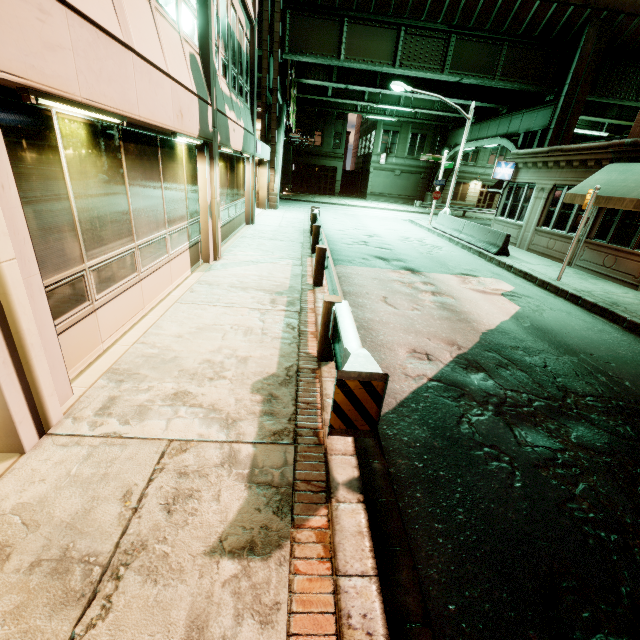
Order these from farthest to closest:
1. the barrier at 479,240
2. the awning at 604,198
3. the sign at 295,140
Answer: the sign at 295,140, the barrier at 479,240, the awning at 604,198

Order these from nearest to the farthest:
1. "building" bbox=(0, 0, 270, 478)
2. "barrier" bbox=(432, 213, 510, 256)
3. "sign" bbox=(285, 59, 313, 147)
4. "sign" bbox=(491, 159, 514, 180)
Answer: "building" bbox=(0, 0, 270, 478) → "barrier" bbox=(432, 213, 510, 256) → "sign" bbox=(491, 159, 514, 180) → "sign" bbox=(285, 59, 313, 147)

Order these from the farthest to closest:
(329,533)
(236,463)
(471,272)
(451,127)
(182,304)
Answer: (451,127) < (471,272) < (182,304) < (236,463) < (329,533)

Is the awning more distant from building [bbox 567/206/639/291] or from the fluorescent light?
the fluorescent light

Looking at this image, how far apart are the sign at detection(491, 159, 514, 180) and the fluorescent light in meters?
19.2 m

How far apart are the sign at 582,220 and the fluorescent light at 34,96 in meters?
12.6

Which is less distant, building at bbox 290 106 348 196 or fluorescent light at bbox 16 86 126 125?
fluorescent light at bbox 16 86 126 125

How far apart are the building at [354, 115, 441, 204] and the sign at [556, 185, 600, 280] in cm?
3377
